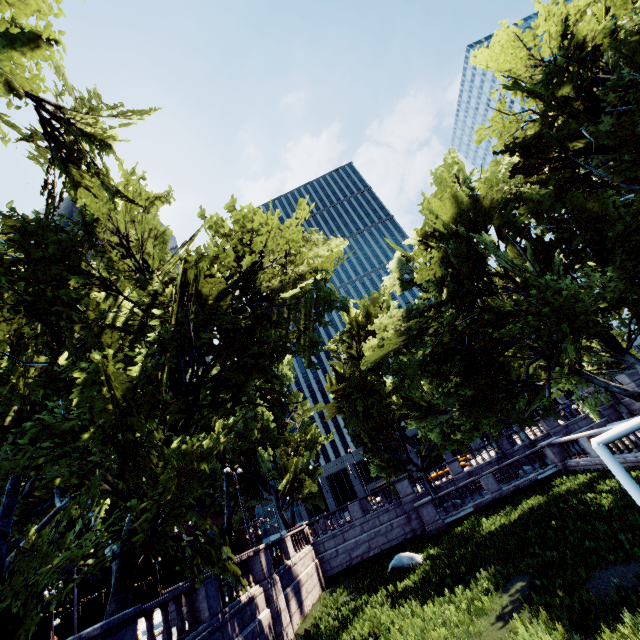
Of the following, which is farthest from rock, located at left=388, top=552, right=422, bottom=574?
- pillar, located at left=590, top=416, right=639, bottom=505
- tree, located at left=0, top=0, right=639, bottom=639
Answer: pillar, located at left=590, top=416, right=639, bottom=505

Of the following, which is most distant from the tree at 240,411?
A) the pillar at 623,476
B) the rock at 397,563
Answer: the rock at 397,563

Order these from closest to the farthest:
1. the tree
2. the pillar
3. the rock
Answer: the pillar < the tree < the rock

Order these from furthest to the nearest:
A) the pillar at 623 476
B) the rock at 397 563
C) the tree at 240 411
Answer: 1. the rock at 397 563
2. the tree at 240 411
3. the pillar at 623 476

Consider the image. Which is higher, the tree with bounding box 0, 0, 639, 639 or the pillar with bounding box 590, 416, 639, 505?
the tree with bounding box 0, 0, 639, 639

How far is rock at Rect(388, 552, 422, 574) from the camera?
17.44m

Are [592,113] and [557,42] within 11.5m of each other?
yes

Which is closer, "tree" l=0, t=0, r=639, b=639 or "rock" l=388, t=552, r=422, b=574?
"tree" l=0, t=0, r=639, b=639
